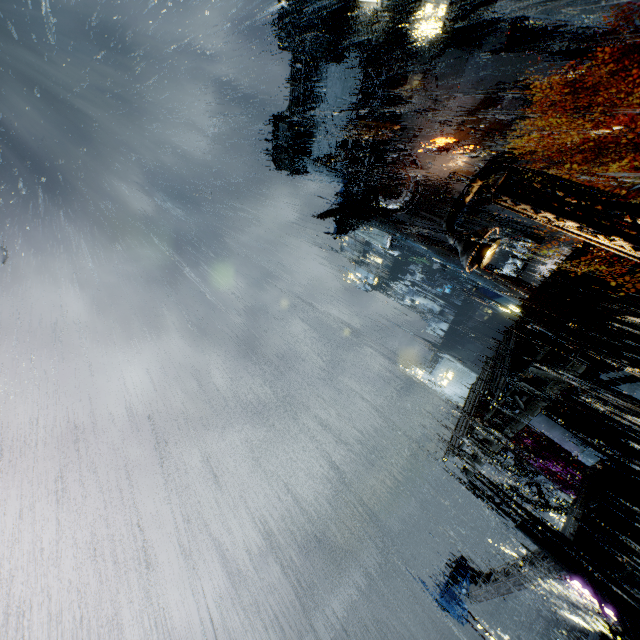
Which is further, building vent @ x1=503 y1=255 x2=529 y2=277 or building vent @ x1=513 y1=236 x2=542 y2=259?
building vent @ x1=503 y1=255 x2=529 y2=277

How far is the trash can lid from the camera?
13.7m

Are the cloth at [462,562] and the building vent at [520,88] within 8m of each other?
no

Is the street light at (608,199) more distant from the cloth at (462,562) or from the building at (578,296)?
the cloth at (462,562)

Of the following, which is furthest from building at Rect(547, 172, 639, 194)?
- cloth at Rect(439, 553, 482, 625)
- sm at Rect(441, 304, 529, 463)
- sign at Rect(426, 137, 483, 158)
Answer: cloth at Rect(439, 553, 482, 625)

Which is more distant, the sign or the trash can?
the sign

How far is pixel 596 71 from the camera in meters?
25.8 m

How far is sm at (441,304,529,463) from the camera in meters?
14.2
